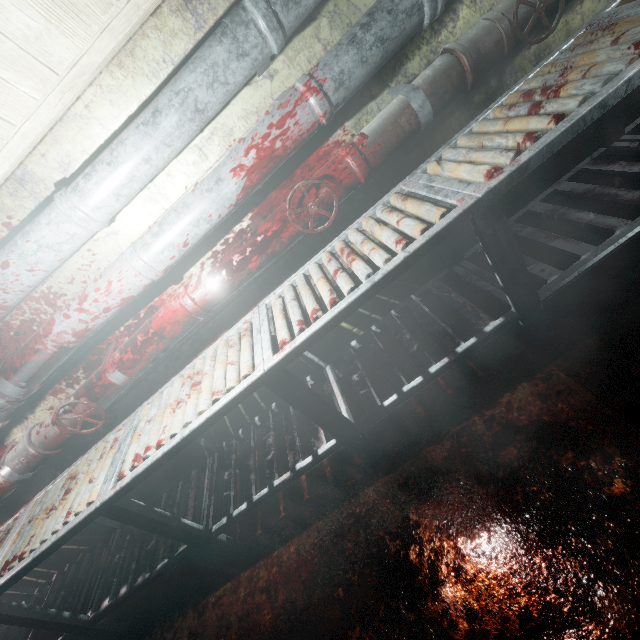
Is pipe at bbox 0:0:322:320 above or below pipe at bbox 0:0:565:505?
above

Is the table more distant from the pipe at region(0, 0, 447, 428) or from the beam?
the beam

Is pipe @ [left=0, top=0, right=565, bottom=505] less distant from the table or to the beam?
the table

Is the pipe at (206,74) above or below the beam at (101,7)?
below

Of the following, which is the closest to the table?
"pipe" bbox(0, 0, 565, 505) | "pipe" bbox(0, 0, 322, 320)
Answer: "pipe" bbox(0, 0, 565, 505)

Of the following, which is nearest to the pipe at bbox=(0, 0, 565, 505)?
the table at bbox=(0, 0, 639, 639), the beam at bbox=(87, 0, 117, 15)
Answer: the table at bbox=(0, 0, 639, 639)

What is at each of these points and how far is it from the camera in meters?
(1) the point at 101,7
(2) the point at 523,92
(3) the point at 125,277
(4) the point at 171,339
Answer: (1) beam, 1.2
(2) table, 1.4
(3) pipe, 1.5
(4) pipe, 1.8

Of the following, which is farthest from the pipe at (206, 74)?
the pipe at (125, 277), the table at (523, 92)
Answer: the table at (523, 92)
